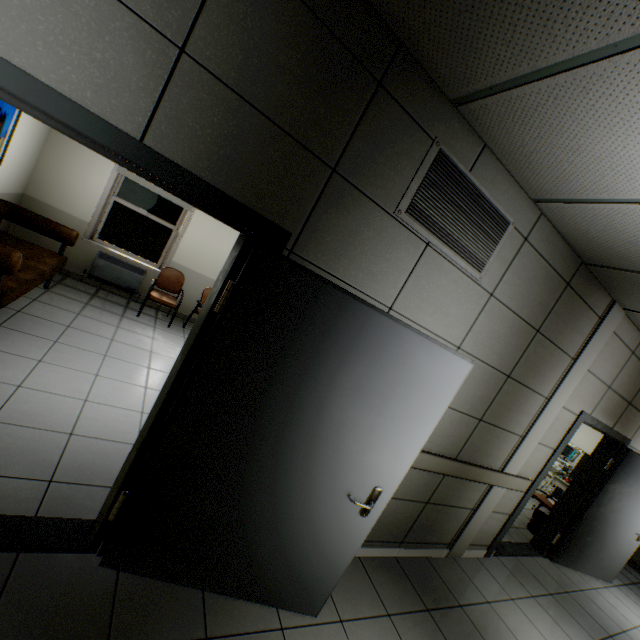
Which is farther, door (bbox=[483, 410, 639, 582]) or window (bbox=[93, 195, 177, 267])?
window (bbox=[93, 195, 177, 267])

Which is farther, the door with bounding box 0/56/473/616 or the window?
A: the window

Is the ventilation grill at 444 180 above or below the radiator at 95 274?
above

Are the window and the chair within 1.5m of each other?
yes

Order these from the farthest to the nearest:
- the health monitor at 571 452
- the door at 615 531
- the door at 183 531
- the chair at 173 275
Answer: the health monitor at 571 452 < the chair at 173 275 < the door at 615 531 < the door at 183 531

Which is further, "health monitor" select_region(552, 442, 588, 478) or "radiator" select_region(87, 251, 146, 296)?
"health monitor" select_region(552, 442, 588, 478)

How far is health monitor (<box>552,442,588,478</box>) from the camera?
7.27m

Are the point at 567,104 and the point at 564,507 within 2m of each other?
no
